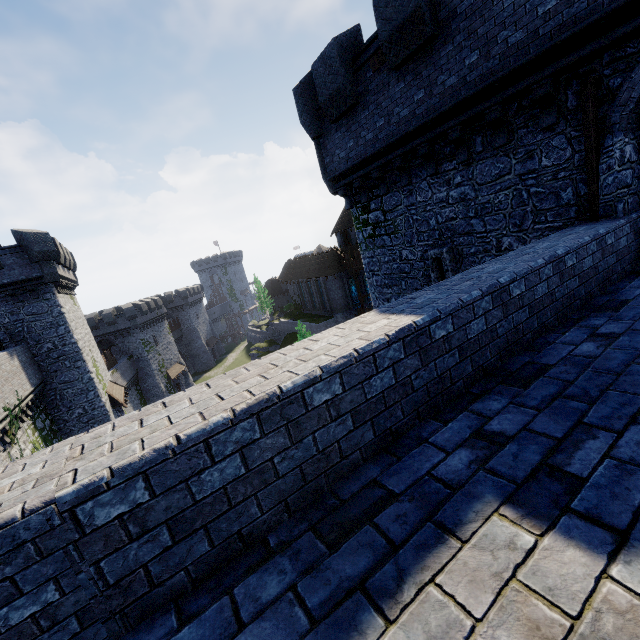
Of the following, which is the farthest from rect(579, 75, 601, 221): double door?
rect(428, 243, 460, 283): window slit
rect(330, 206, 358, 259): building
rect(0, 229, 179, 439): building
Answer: rect(330, 206, 358, 259): building

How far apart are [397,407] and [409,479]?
0.7m

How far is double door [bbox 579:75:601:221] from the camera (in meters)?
5.95

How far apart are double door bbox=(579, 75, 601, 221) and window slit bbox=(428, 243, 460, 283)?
3.3 meters

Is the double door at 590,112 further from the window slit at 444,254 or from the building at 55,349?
the building at 55,349

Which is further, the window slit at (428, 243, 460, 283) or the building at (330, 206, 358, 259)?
the building at (330, 206, 358, 259)

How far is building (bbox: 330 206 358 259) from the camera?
49.34m

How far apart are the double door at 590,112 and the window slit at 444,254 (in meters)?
3.26
